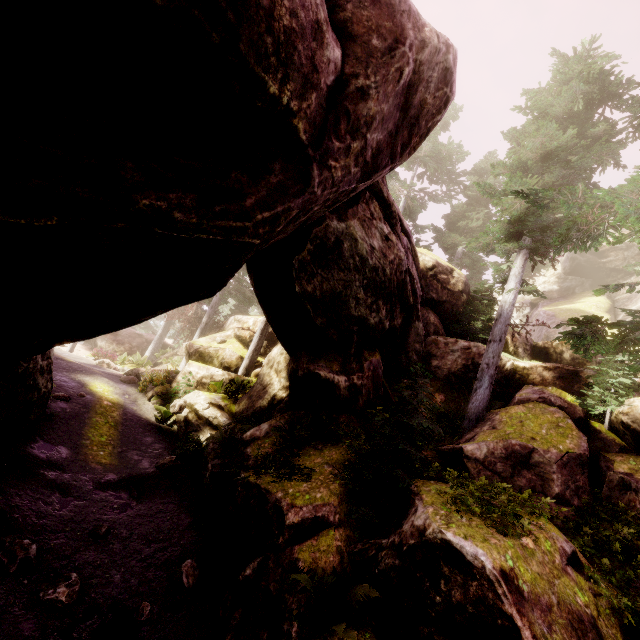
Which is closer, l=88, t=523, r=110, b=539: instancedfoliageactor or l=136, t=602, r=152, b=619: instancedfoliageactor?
l=136, t=602, r=152, b=619: instancedfoliageactor

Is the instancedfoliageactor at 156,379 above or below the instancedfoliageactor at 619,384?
below

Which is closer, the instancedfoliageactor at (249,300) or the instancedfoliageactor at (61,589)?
the instancedfoliageactor at (61,589)

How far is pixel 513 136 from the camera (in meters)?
13.93

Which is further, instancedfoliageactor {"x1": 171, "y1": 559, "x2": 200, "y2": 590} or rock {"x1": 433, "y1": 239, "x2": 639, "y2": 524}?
rock {"x1": 433, "y1": 239, "x2": 639, "y2": 524}

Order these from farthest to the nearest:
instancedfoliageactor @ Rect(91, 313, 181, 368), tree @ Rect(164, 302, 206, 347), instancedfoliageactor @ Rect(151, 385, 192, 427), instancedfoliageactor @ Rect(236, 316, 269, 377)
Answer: tree @ Rect(164, 302, 206, 347) < instancedfoliageactor @ Rect(91, 313, 181, 368) < instancedfoliageactor @ Rect(236, 316, 269, 377) < instancedfoliageactor @ Rect(151, 385, 192, 427)

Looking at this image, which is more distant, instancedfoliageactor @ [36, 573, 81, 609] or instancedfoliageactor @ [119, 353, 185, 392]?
instancedfoliageactor @ [119, 353, 185, 392]

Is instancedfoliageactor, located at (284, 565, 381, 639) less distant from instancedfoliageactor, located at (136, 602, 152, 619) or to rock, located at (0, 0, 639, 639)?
rock, located at (0, 0, 639, 639)
